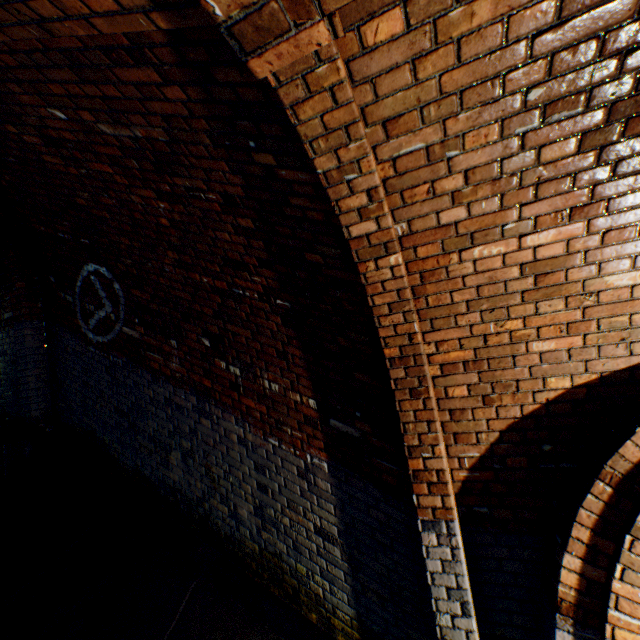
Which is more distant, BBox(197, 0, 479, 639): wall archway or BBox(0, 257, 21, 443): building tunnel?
BBox(0, 257, 21, 443): building tunnel

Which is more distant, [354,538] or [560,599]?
[354,538]

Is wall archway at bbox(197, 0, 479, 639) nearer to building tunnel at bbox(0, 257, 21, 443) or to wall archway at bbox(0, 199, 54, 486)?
building tunnel at bbox(0, 257, 21, 443)

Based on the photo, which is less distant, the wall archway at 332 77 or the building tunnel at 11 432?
the wall archway at 332 77

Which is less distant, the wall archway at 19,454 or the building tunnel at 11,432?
the wall archway at 19,454

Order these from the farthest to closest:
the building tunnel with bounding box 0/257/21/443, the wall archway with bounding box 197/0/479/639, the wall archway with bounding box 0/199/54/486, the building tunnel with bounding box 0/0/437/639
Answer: the building tunnel with bounding box 0/257/21/443, the wall archway with bounding box 0/199/54/486, the building tunnel with bounding box 0/0/437/639, the wall archway with bounding box 197/0/479/639

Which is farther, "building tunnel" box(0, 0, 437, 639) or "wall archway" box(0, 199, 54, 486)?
"wall archway" box(0, 199, 54, 486)
